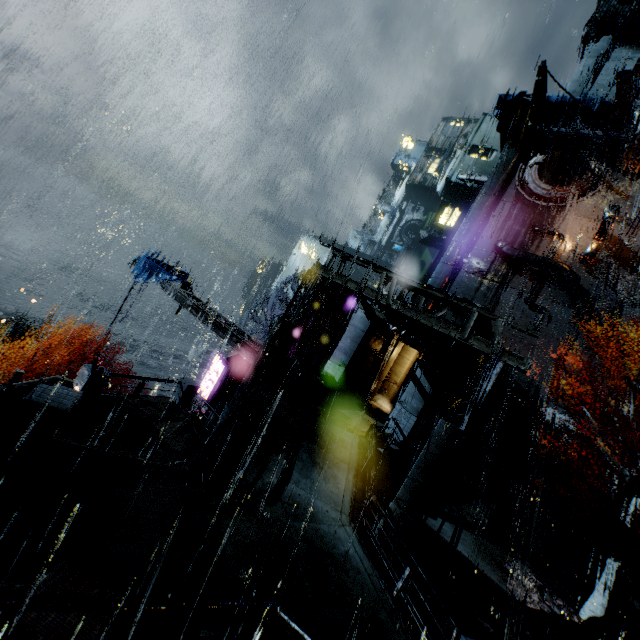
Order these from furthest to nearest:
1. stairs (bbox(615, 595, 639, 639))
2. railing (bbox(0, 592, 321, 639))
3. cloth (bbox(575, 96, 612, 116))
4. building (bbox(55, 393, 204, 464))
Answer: cloth (bbox(575, 96, 612, 116)) → stairs (bbox(615, 595, 639, 639)) → building (bbox(55, 393, 204, 464)) → railing (bbox(0, 592, 321, 639))

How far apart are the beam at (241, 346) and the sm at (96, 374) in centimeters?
509cm

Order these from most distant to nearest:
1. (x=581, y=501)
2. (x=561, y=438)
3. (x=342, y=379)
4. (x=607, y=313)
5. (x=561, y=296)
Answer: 1. (x=561, y=296)
2. (x=607, y=313)
3. (x=561, y=438)
4. (x=581, y=501)
5. (x=342, y=379)

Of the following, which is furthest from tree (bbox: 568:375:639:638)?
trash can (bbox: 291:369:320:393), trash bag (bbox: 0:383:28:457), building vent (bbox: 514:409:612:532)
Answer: trash bag (bbox: 0:383:28:457)

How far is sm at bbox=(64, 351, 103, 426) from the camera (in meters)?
11.56

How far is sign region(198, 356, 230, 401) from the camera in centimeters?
2170cm

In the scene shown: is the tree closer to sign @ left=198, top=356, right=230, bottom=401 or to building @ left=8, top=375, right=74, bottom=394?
building @ left=8, top=375, right=74, bottom=394

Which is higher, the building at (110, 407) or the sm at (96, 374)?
the sm at (96, 374)
